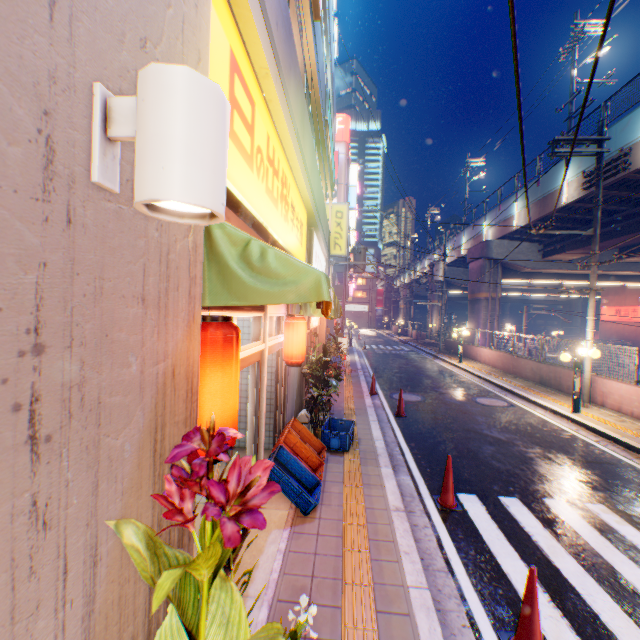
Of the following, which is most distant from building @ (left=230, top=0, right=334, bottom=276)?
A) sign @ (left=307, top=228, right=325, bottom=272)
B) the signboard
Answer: the signboard

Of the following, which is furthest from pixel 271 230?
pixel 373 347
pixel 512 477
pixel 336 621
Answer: pixel 373 347

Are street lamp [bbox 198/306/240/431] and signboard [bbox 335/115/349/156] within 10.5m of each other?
no

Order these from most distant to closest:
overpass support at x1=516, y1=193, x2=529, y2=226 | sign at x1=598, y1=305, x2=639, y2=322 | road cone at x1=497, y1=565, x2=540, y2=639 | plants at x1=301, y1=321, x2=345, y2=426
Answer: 1. sign at x1=598, y1=305, x2=639, y2=322
2. overpass support at x1=516, y1=193, x2=529, y2=226
3. plants at x1=301, y1=321, x2=345, y2=426
4. road cone at x1=497, y1=565, x2=540, y2=639

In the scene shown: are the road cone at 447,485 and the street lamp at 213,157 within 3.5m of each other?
no

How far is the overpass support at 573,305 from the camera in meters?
26.6

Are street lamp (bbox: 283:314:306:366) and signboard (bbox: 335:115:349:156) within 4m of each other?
no

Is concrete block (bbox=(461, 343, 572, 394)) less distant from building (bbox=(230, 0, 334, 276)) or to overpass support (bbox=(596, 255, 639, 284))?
overpass support (bbox=(596, 255, 639, 284))
